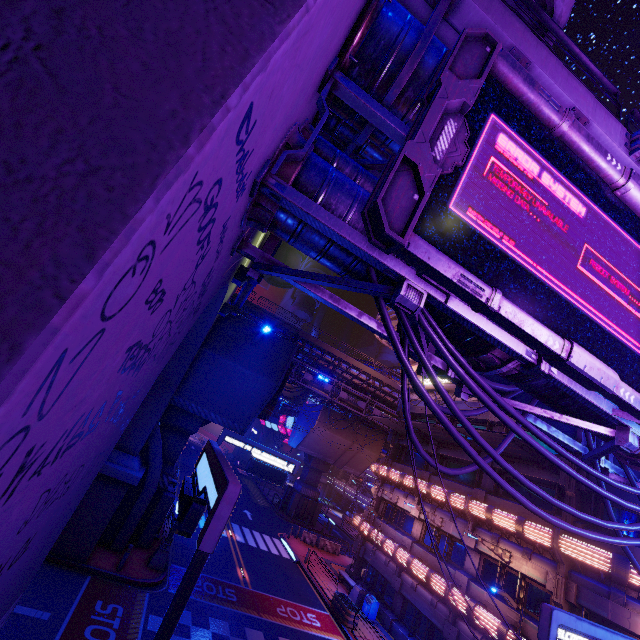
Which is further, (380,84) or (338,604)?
(338,604)

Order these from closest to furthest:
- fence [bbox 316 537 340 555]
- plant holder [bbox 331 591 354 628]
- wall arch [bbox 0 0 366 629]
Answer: wall arch [bbox 0 0 366 629]
plant holder [bbox 331 591 354 628]
fence [bbox 316 537 340 555]

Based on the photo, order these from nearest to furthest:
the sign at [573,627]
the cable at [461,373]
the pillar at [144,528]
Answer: the cable at [461,373]
the sign at [573,627]
the pillar at [144,528]

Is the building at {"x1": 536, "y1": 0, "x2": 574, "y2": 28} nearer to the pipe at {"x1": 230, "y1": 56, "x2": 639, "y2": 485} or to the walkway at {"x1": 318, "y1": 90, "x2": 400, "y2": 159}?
the walkway at {"x1": 318, "y1": 90, "x2": 400, "y2": 159}

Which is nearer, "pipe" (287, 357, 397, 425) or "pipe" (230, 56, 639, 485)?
"pipe" (230, 56, 639, 485)

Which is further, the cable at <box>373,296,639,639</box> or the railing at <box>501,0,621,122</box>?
the railing at <box>501,0,621,122</box>

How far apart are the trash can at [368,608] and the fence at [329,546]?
10.5 meters

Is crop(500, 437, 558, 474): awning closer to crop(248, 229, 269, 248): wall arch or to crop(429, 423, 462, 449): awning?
crop(429, 423, 462, 449): awning
